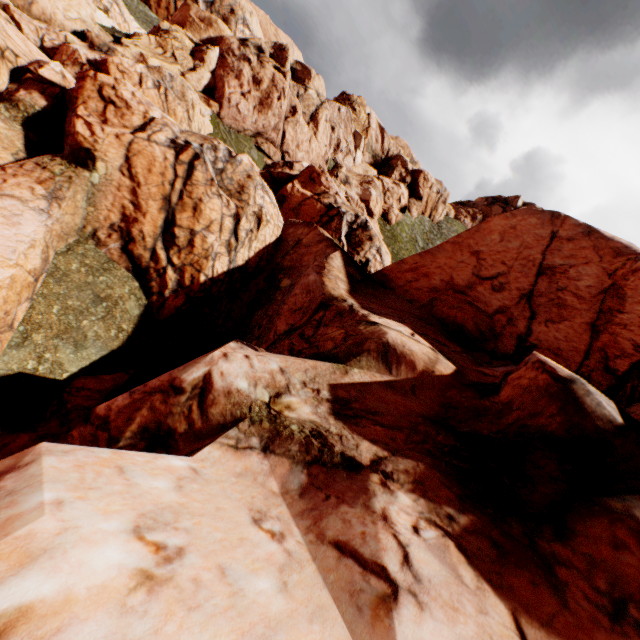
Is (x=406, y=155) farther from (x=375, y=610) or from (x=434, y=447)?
(x=375, y=610)
